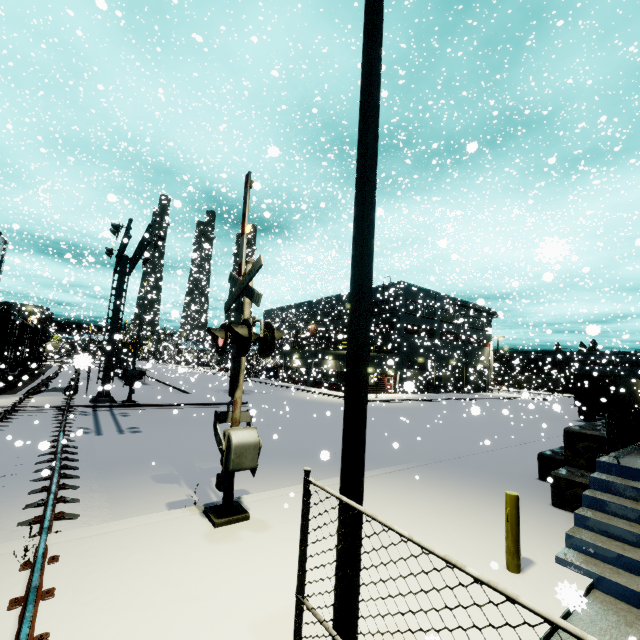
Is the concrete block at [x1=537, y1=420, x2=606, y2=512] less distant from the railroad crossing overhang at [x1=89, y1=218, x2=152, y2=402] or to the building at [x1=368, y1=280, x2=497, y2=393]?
the building at [x1=368, y1=280, x2=497, y2=393]

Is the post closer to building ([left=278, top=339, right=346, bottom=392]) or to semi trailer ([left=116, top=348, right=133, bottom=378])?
building ([left=278, top=339, right=346, bottom=392])

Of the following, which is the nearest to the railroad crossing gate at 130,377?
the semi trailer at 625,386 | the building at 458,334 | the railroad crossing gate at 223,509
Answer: the building at 458,334

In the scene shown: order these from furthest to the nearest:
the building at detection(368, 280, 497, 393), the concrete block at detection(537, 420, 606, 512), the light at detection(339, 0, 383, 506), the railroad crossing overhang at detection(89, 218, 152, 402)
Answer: the building at detection(368, 280, 497, 393) < the railroad crossing overhang at detection(89, 218, 152, 402) < the concrete block at detection(537, 420, 606, 512) < the light at detection(339, 0, 383, 506)

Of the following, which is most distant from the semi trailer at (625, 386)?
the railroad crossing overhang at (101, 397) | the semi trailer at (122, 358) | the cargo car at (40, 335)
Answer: the railroad crossing overhang at (101, 397)

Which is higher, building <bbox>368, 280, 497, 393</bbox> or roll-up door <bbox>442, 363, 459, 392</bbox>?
building <bbox>368, 280, 497, 393</bbox>

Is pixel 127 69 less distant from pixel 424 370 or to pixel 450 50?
pixel 450 50

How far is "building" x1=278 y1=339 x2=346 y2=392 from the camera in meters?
37.7
